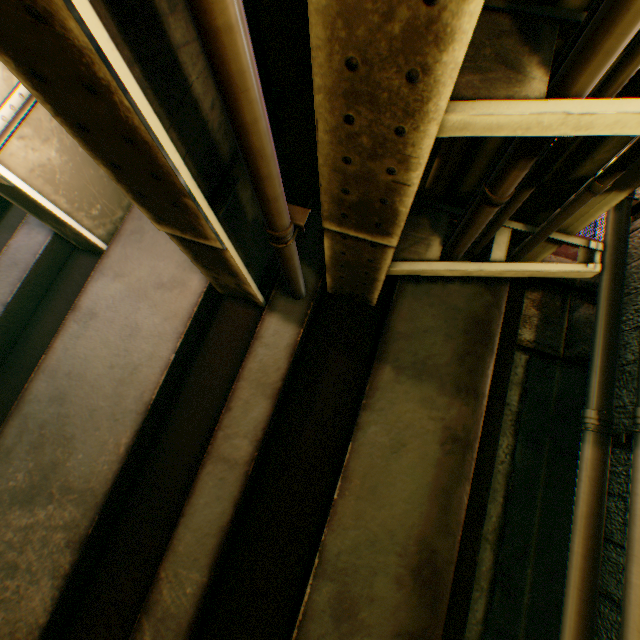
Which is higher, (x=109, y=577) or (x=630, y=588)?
(x=630, y=588)

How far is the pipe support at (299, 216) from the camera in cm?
268

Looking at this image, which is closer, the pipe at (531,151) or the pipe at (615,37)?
the pipe at (615,37)

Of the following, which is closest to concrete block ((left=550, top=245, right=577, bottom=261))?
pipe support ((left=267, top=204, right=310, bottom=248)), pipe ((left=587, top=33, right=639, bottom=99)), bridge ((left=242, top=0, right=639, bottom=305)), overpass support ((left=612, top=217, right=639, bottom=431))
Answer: bridge ((left=242, top=0, right=639, bottom=305))

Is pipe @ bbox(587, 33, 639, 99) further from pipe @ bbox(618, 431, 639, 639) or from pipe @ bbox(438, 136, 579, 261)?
pipe @ bbox(618, 431, 639, 639)

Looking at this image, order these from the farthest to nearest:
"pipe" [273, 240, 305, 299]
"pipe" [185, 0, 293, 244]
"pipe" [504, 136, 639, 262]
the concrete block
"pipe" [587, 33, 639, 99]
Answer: the concrete block → "pipe" [273, 240, 305, 299] → "pipe" [504, 136, 639, 262] → "pipe" [587, 33, 639, 99] → "pipe" [185, 0, 293, 244]

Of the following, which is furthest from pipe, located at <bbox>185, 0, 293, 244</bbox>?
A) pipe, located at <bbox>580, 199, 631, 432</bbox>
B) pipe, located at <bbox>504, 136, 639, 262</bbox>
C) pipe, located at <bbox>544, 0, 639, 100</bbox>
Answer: pipe, located at <bbox>580, 199, 631, 432</bbox>

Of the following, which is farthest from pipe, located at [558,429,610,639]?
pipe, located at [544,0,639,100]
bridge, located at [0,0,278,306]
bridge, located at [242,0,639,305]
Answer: bridge, located at [0,0,278,306]
